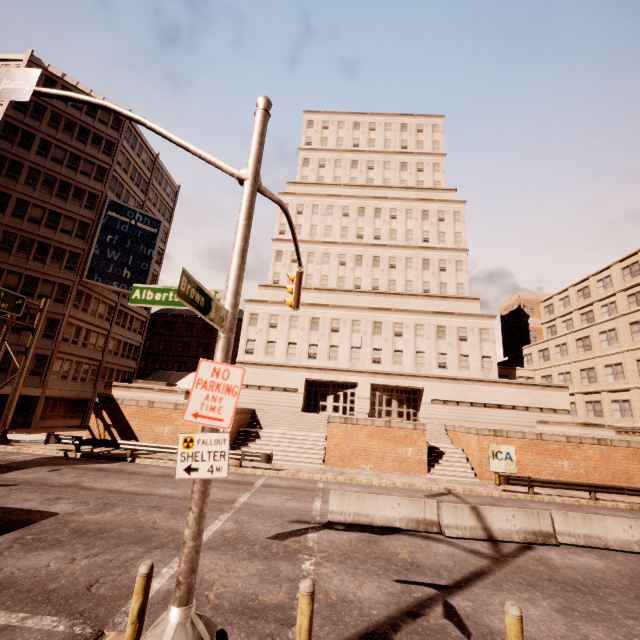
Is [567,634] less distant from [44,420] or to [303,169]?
[44,420]

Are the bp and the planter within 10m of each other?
yes

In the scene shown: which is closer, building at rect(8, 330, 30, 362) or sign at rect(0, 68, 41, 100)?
sign at rect(0, 68, 41, 100)

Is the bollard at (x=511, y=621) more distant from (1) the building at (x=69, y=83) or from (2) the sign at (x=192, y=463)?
(1) the building at (x=69, y=83)

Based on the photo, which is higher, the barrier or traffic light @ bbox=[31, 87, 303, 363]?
traffic light @ bbox=[31, 87, 303, 363]

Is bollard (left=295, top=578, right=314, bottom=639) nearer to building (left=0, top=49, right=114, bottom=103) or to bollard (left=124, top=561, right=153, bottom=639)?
bollard (left=124, top=561, right=153, bottom=639)

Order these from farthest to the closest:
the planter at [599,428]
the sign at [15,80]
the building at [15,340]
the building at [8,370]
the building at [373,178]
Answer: the building at [373,178], the building at [15,340], the building at [8,370], the planter at [599,428], the sign at [15,80]

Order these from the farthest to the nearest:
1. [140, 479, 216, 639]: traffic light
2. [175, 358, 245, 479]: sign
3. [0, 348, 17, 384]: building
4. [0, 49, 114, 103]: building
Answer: [0, 49, 114, 103]: building < [0, 348, 17, 384]: building < [175, 358, 245, 479]: sign < [140, 479, 216, 639]: traffic light
